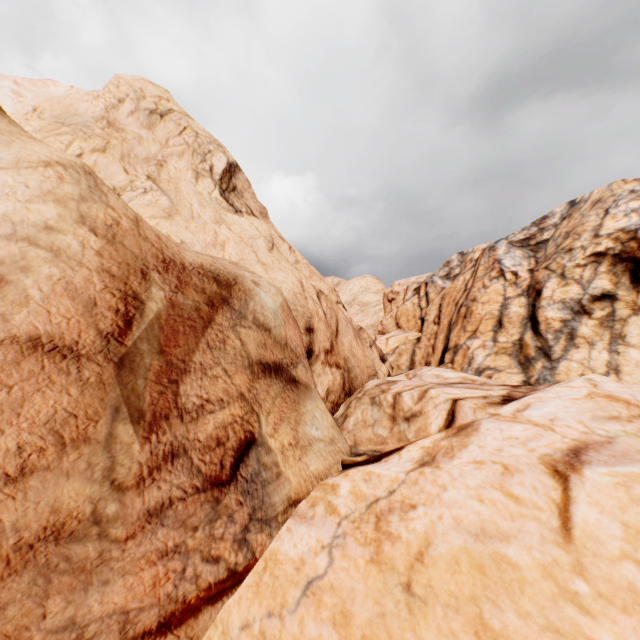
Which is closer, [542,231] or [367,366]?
[367,366]
